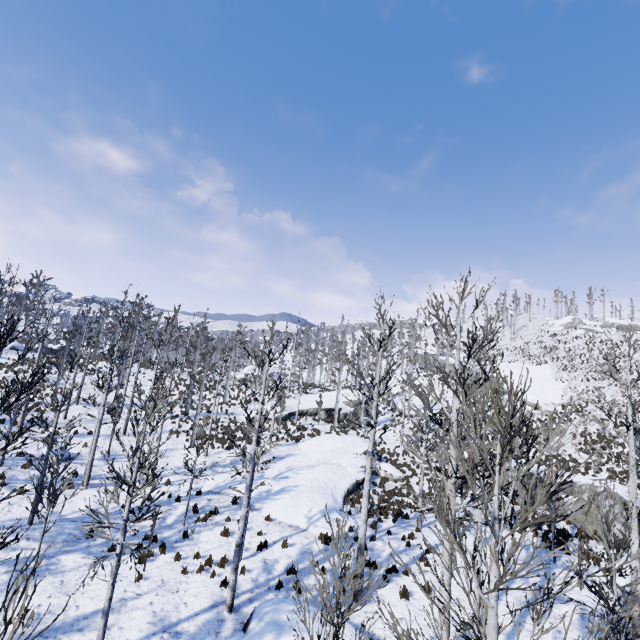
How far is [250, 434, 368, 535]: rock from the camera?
15.5m

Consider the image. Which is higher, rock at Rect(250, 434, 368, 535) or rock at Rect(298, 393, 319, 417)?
rock at Rect(298, 393, 319, 417)

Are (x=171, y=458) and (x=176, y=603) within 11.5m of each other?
no

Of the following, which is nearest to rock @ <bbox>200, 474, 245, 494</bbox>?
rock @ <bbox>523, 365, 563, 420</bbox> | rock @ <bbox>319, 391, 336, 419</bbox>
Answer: rock @ <bbox>319, 391, 336, 419</bbox>

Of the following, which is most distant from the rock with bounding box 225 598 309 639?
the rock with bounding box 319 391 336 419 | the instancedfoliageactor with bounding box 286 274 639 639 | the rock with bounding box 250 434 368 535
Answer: the rock with bounding box 319 391 336 419

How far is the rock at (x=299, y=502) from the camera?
15.5 meters

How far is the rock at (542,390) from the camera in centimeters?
3600cm
